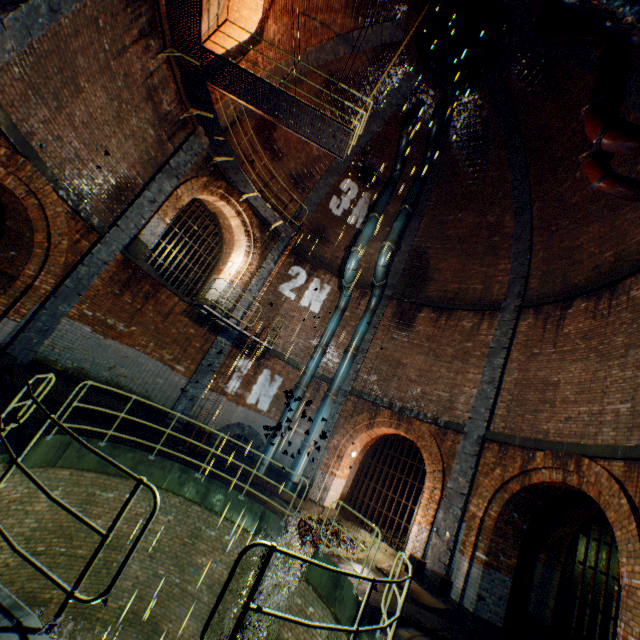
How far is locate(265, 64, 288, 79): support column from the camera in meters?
12.2

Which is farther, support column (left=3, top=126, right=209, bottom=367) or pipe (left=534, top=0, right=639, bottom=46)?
support column (left=3, top=126, right=209, bottom=367)

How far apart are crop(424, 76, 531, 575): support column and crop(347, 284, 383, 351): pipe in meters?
4.6

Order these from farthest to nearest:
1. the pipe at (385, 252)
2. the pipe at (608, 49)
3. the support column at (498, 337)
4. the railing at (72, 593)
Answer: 1. the pipe at (385, 252)
2. the support column at (498, 337)
3. the pipe at (608, 49)
4. the railing at (72, 593)

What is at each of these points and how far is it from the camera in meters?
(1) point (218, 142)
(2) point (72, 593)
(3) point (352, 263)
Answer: (1) walkway, 11.6 m
(2) railing, 2.7 m
(3) pipe, 13.6 m

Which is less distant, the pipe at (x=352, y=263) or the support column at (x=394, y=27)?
the support column at (x=394, y=27)

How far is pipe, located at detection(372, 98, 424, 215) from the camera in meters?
13.8

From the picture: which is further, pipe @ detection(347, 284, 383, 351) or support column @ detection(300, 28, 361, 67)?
pipe @ detection(347, 284, 383, 351)
